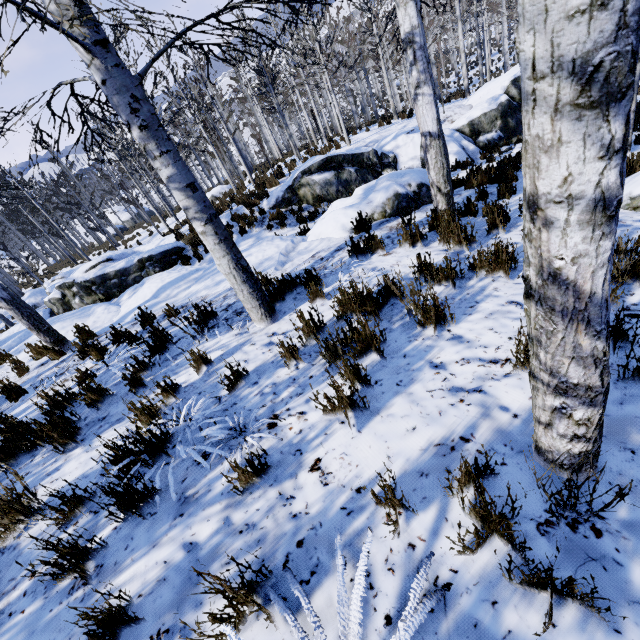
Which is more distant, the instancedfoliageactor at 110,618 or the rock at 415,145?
the rock at 415,145

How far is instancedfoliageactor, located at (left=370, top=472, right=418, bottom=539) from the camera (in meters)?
1.55

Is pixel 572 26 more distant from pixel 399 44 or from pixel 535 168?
pixel 399 44

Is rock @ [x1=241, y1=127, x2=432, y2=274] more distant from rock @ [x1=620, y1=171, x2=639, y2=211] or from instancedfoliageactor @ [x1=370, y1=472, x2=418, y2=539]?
rock @ [x1=620, y1=171, x2=639, y2=211]

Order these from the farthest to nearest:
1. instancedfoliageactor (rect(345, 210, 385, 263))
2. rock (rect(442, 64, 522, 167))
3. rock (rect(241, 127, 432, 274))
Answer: rock (rect(442, 64, 522, 167)), rock (rect(241, 127, 432, 274)), instancedfoliageactor (rect(345, 210, 385, 263))

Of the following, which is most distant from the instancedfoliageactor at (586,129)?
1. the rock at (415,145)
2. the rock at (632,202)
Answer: the rock at (632,202)

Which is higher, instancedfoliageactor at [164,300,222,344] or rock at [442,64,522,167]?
instancedfoliageactor at [164,300,222,344]

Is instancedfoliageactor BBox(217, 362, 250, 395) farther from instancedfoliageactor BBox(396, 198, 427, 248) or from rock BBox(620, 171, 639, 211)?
rock BBox(620, 171, 639, 211)
